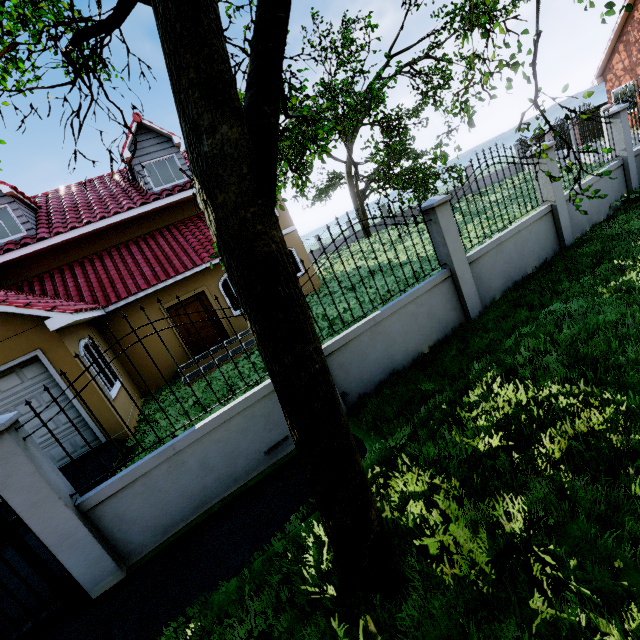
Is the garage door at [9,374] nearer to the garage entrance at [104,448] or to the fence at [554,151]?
the garage entrance at [104,448]

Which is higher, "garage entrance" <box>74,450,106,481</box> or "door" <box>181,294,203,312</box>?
"door" <box>181,294,203,312</box>

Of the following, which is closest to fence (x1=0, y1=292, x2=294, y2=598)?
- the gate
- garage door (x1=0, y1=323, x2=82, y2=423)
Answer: the gate

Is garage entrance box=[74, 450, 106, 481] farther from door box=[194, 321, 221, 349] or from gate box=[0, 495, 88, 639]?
door box=[194, 321, 221, 349]

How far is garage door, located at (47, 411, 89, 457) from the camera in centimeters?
729cm

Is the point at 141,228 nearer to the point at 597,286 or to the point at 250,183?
the point at 250,183

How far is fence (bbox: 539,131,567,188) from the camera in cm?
739

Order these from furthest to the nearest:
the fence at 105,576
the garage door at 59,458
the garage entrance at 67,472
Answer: the garage door at 59,458
the garage entrance at 67,472
the fence at 105,576
